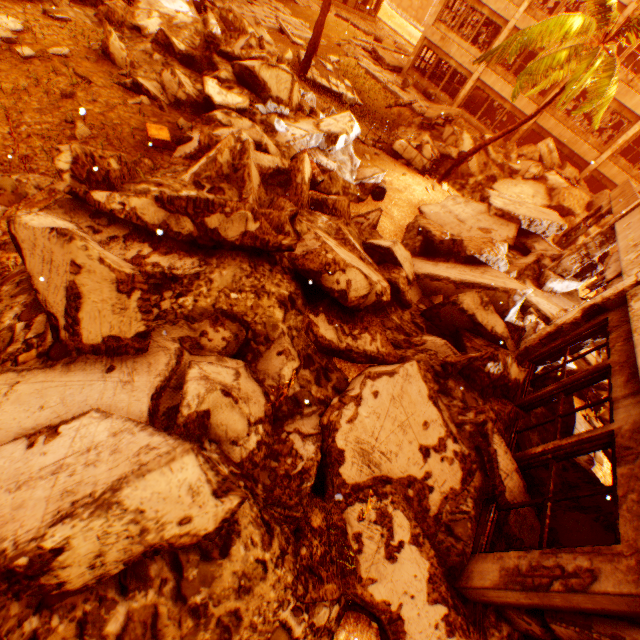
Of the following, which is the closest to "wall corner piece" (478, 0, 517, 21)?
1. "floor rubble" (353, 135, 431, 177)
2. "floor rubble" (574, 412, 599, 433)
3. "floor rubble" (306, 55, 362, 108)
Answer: "floor rubble" (306, 55, 362, 108)

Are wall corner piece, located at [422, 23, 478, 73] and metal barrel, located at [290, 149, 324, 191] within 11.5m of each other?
no

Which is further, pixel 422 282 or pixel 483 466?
pixel 422 282

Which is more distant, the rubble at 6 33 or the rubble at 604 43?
the rubble at 604 43

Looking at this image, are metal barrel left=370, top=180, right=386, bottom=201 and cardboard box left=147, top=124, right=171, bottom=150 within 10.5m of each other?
yes

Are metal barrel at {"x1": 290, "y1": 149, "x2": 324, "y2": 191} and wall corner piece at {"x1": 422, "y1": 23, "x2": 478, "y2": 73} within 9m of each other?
no

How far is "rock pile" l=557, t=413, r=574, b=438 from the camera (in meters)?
5.67

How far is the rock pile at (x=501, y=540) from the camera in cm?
399
